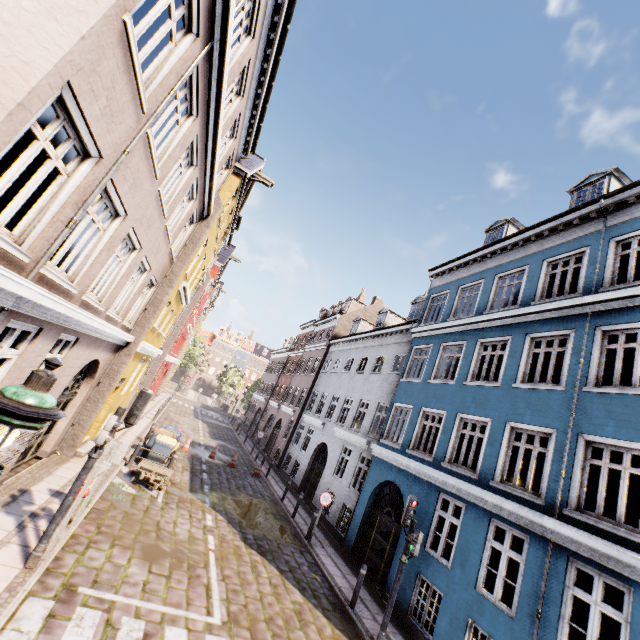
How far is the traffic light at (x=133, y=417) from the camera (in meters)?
6.55

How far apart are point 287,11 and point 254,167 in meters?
7.1

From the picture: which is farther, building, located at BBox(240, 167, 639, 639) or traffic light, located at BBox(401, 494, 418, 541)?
traffic light, located at BBox(401, 494, 418, 541)

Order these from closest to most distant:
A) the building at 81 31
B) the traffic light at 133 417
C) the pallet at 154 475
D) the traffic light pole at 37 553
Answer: the building at 81 31 < the traffic light pole at 37 553 < the traffic light at 133 417 < the pallet at 154 475

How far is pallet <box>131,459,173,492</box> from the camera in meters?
11.3 m

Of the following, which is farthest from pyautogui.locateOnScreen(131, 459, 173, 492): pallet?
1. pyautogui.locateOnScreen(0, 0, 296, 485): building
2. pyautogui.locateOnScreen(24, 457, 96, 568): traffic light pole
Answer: pyautogui.locateOnScreen(24, 457, 96, 568): traffic light pole

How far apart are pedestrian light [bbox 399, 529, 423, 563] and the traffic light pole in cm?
757

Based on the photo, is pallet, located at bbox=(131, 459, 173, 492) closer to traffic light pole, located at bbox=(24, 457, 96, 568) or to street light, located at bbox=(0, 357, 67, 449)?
traffic light pole, located at bbox=(24, 457, 96, 568)
